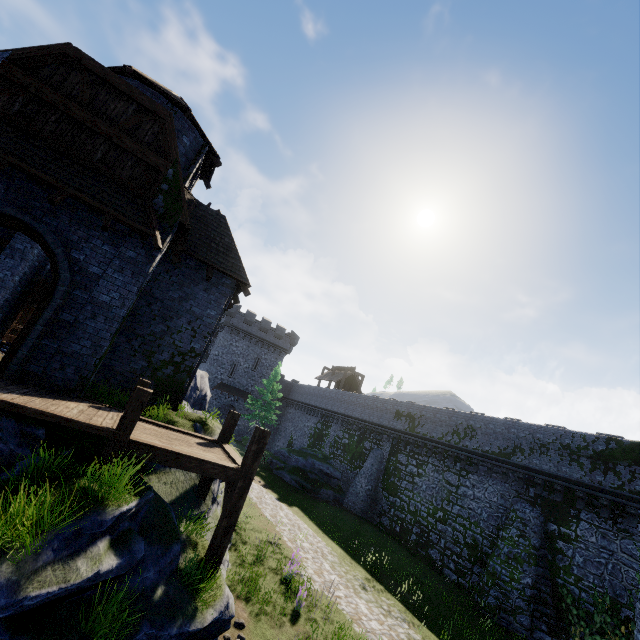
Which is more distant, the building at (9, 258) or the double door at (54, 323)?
the building at (9, 258)

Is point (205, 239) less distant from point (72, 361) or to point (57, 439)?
point (72, 361)

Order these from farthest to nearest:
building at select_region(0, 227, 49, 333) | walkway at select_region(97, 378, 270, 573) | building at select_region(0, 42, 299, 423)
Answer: building at select_region(0, 227, 49, 333)
building at select_region(0, 42, 299, 423)
walkway at select_region(97, 378, 270, 573)

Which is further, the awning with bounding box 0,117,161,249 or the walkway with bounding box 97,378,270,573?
the awning with bounding box 0,117,161,249

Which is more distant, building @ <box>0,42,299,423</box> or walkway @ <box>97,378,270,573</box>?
building @ <box>0,42,299,423</box>

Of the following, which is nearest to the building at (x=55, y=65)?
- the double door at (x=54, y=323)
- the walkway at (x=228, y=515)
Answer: the double door at (x=54, y=323)

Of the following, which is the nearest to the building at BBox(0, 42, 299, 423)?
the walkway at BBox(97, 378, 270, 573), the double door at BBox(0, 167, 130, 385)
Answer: the double door at BBox(0, 167, 130, 385)
